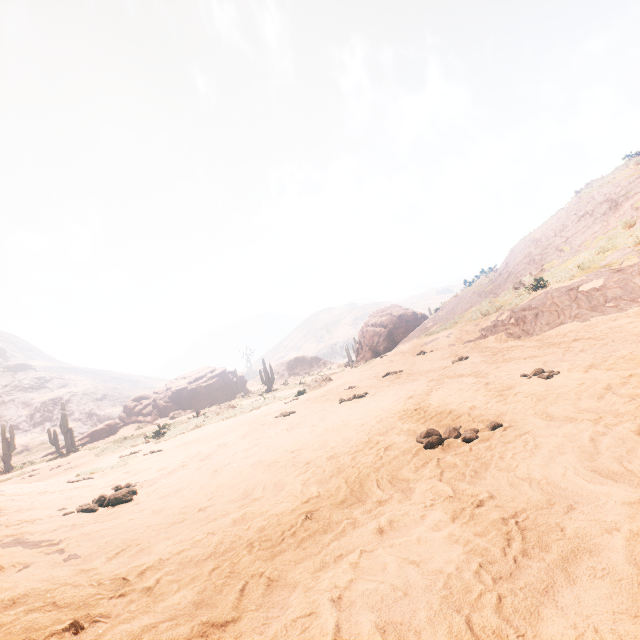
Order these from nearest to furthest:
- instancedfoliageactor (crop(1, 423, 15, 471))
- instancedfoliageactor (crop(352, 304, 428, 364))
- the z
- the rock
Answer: the z, instancedfoliageactor (crop(1, 423, 15, 471)), instancedfoliageactor (crop(352, 304, 428, 364)), the rock

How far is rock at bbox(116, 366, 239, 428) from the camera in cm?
3403

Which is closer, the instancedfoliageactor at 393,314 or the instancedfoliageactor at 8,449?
the instancedfoliageactor at 8,449

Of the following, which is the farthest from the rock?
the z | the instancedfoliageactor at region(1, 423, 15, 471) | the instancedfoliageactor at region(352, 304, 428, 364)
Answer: the z

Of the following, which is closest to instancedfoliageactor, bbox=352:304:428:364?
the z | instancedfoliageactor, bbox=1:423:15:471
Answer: the z

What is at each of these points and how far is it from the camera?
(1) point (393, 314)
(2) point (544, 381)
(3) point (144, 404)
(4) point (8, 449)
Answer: (1) instancedfoliageactor, 25.61m
(2) z, 4.44m
(3) rock, 36.47m
(4) instancedfoliageactor, 24.33m

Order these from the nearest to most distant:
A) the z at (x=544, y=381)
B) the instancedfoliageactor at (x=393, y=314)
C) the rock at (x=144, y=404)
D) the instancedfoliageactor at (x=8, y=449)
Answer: the z at (x=544, y=381), the instancedfoliageactor at (x=8, y=449), the instancedfoliageactor at (x=393, y=314), the rock at (x=144, y=404)
